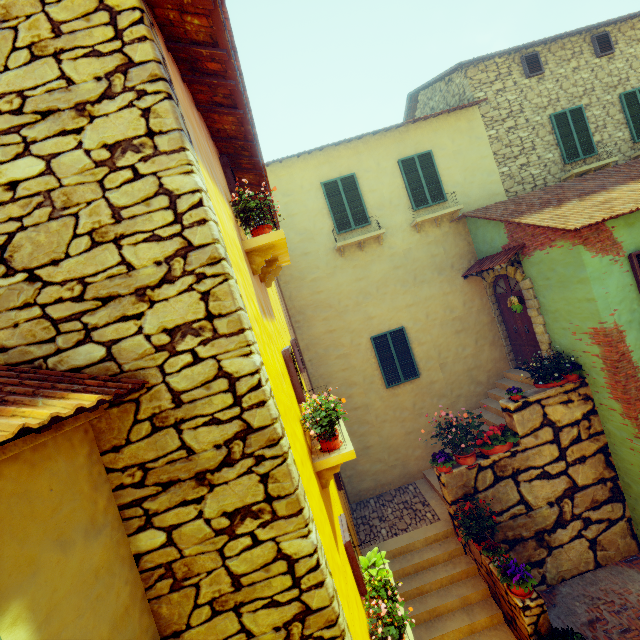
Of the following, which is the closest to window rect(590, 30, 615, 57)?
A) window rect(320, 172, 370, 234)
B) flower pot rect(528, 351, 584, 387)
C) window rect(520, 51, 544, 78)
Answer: window rect(520, 51, 544, 78)

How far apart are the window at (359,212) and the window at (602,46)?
8.8m

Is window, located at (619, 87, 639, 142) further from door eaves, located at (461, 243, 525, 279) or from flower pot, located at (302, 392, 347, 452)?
flower pot, located at (302, 392, 347, 452)

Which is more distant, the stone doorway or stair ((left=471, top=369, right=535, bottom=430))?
stair ((left=471, top=369, right=535, bottom=430))

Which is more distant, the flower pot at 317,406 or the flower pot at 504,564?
the flower pot at 504,564

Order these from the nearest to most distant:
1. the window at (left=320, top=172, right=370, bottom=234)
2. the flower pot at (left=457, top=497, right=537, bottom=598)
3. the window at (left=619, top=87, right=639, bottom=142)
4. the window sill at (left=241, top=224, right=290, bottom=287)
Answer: the window sill at (left=241, top=224, right=290, bottom=287) < the flower pot at (left=457, top=497, right=537, bottom=598) < the window at (left=320, top=172, right=370, bottom=234) < the window at (left=619, top=87, right=639, bottom=142)

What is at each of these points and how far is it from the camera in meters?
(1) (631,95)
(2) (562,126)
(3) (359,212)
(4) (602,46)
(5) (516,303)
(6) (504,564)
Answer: (1) window, 10.4
(2) window, 10.2
(3) window, 9.9
(4) window, 10.3
(5) flower pot, 8.0
(6) flower pot, 5.6

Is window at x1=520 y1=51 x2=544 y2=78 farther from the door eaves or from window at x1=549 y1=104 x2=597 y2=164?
the door eaves
